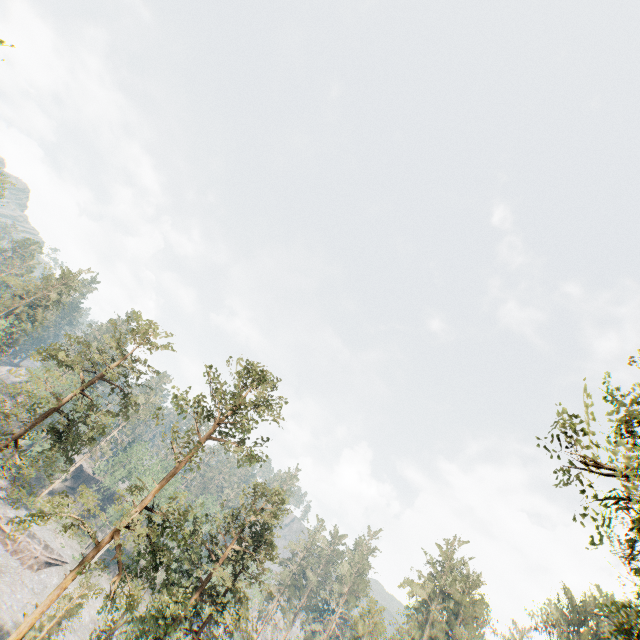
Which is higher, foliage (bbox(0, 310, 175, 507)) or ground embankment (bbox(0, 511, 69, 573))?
foliage (bbox(0, 310, 175, 507))

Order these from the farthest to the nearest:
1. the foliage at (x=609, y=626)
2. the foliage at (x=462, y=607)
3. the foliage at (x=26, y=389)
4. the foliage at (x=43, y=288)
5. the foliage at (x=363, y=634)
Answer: the foliage at (x=43, y=288) → the foliage at (x=462, y=607) → the foliage at (x=363, y=634) → the foliage at (x=26, y=389) → the foliage at (x=609, y=626)

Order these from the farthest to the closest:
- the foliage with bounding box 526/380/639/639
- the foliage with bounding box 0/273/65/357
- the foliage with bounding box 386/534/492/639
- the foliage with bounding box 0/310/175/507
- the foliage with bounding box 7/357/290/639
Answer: the foliage with bounding box 0/273/65/357 → the foliage with bounding box 386/534/492/639 → the foliage with bounding box 0/310/175/507 → the foliage with bounding box 7/357/290/639 → the foliage with bounding box 526/380/639/639

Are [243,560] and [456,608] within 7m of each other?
no

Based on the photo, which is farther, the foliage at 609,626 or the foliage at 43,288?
the foliage at 43,288

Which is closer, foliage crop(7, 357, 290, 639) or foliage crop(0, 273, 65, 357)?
foliage crop(7, 357, 290, 639)
